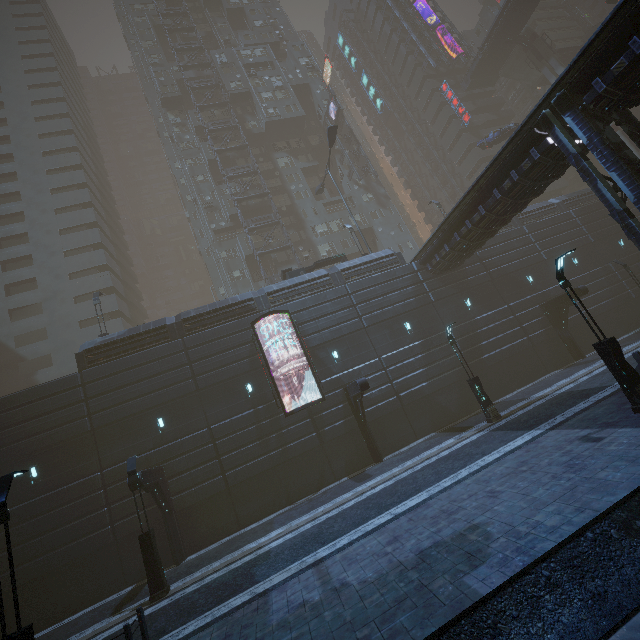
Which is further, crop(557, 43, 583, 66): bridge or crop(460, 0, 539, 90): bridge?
crop(557, 43, 583, 66): bridge

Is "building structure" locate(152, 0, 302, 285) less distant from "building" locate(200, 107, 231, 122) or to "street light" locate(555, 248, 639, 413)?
"building" locate(200, 107, 231, 122)

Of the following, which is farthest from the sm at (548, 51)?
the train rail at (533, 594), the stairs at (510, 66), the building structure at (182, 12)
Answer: the building structure at (182, 12)

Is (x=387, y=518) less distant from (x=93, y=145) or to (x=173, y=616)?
(x=173, y=616)

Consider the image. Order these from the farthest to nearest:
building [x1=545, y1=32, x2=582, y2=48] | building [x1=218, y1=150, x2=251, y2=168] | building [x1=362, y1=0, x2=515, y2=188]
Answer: building [x1=545, y1=32, x2=582, y2=48], building [x1=362, y1=0, x2=515, y2=188], building [x1=218, y1=150, x2=251, y2=168]

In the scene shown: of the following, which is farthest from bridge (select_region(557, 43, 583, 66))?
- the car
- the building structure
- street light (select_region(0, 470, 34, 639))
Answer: street light (select_region(0, 470, 34, 639))

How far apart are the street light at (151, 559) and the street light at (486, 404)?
16.77m

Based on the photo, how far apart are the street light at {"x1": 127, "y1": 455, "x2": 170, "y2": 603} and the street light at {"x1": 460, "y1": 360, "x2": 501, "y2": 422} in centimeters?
1677cm
